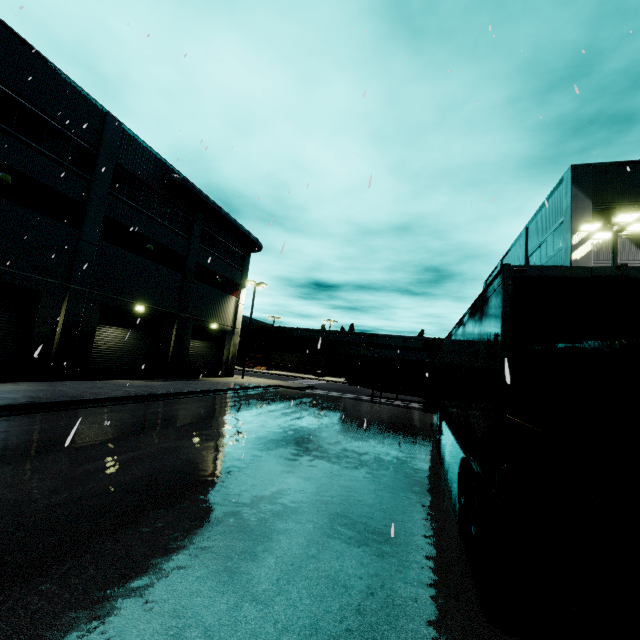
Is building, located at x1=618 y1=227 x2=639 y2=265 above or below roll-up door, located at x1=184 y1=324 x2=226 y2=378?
above

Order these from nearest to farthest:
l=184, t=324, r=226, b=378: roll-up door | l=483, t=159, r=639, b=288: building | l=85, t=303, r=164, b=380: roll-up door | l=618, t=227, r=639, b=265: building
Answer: l=618, t=227, r=639, b=265: building, l=483, t=159, r=639, b=288: building, l=85, t=303, r=164, b=380: roll-up door, l=184, t=324, r=226, b=378: roll-up door

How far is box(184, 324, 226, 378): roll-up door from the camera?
26.5 meters

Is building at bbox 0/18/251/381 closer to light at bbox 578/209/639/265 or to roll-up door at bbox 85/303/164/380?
roll-up door at bbox 85/303/164/380

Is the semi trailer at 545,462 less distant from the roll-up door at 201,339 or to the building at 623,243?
the building at 623,243

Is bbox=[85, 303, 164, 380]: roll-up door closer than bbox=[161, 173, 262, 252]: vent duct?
Yes

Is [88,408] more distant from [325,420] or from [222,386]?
[222,386]

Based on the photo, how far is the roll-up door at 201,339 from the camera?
26.5m
